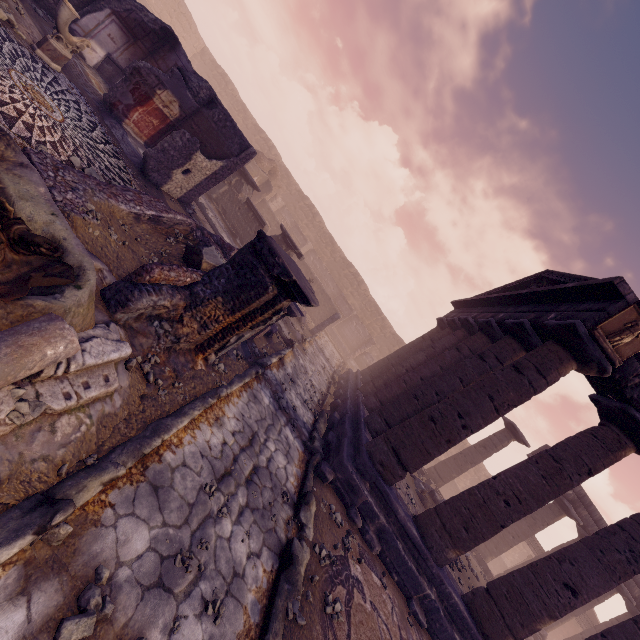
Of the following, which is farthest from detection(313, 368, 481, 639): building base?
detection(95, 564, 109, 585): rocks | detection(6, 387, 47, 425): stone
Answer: detection(6, 387, 47, 425): stone

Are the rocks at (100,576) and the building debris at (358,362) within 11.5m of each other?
no

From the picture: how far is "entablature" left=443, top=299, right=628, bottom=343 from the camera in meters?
6.8 m

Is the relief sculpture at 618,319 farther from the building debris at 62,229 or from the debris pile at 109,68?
the debris pile at 109,68

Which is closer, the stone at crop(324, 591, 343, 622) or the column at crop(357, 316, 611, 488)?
the stone at crop(324, 591, 343, 622)

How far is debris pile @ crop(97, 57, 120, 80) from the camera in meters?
10.7

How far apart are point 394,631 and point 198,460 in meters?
4.9

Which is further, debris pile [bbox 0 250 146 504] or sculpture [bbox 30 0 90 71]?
sculpture [bbox 30 0 90 71]
